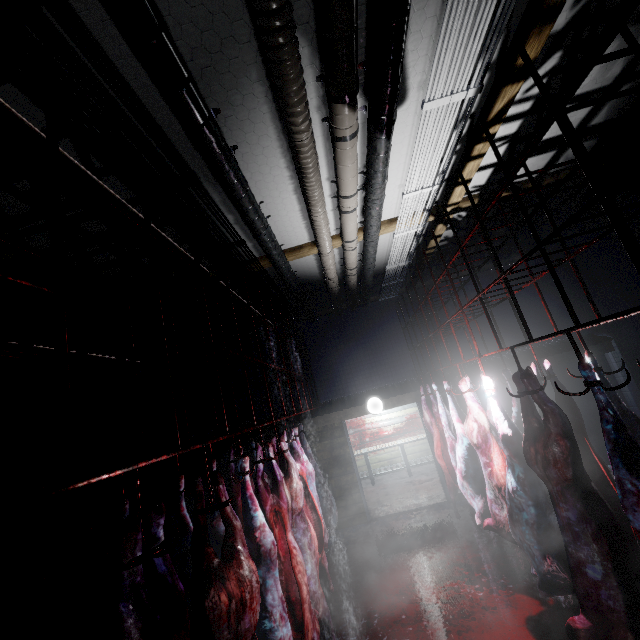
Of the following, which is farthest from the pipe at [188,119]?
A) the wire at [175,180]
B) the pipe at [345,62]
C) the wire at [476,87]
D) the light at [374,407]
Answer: the light at [374,407]

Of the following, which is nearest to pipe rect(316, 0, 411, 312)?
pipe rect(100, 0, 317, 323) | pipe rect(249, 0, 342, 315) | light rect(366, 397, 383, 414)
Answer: pipe rect(249, 0, 342, 315)

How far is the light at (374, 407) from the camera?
6.1m

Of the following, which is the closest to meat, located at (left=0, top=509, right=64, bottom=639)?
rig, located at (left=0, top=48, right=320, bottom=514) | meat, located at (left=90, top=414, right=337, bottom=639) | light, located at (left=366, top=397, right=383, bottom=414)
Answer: rig, located at (left=0, top=48, right=320, bottom=514)

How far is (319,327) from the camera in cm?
713

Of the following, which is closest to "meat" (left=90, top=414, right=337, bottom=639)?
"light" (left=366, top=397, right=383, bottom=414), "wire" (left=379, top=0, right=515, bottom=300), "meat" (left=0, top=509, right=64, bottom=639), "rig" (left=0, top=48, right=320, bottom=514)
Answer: "rig" (left=0, top=48, right=320, bottom=514)

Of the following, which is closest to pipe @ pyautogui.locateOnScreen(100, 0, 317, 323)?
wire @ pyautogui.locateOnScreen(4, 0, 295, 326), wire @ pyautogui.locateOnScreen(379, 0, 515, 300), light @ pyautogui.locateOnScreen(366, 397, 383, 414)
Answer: wire @ pyautogui.locateOnScreen(4, 0, 295, 326)

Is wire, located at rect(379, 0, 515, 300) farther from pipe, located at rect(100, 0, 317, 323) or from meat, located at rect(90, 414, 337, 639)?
meat, located at rect(90, 414, 337, 639)
